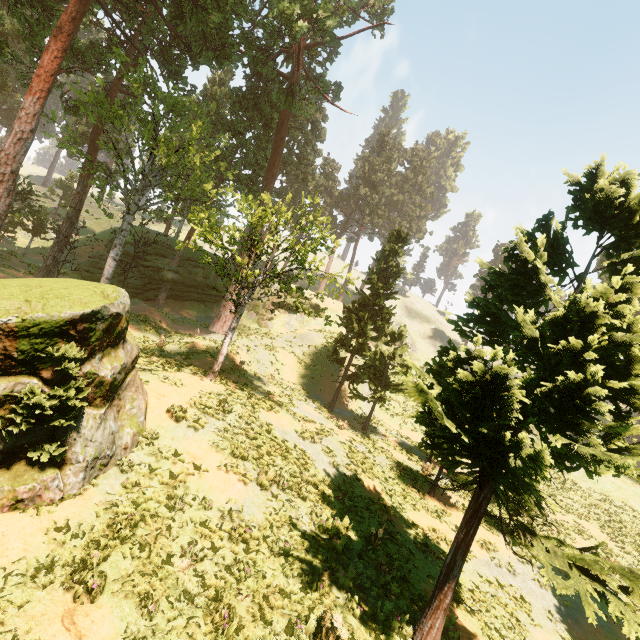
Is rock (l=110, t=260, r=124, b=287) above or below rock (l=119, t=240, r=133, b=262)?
below

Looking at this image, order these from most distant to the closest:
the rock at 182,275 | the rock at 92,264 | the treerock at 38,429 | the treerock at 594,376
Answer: the rock at 182,275 < the rock at 92,264 < the treerock at 38,429 < the treerock at 594,376

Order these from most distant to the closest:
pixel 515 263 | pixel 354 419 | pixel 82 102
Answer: pixel 82 102
pixel 354 419
pixel 515 263

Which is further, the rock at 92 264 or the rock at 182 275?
the rock at 182 275

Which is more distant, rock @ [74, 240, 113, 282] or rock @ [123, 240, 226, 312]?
rock @ [123, 240, 226, 312]

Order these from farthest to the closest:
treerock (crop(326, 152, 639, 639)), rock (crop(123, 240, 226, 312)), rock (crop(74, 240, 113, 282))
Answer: rock (crop(123, 240, 226, 312)) → rock (crop(74, 240, 113, 282)) → treerock (crop(326, 152, 639, 639))

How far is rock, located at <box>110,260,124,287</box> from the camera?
33.78m
